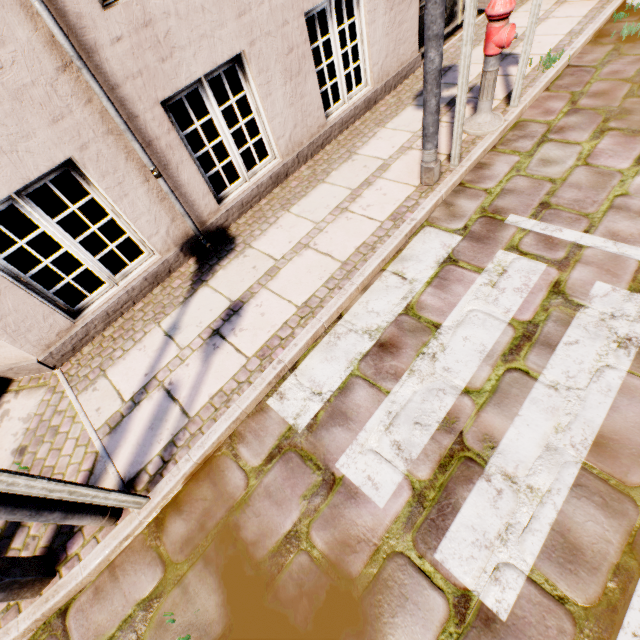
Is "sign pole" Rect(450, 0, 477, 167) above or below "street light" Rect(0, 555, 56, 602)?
above

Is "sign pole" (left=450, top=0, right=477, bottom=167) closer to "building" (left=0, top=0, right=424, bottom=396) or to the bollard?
"building" (left=0, top=0, right=424, bottom=396)

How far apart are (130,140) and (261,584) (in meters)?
3.63

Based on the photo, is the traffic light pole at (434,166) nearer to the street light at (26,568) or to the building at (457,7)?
the building at (457,7)

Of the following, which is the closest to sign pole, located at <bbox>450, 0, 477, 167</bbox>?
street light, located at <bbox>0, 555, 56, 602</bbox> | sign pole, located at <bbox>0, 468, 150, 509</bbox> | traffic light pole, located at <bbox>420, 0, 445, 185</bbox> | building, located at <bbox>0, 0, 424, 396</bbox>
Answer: traffic light pole, located at <bbox>420, 0, 445, 185</bbox>

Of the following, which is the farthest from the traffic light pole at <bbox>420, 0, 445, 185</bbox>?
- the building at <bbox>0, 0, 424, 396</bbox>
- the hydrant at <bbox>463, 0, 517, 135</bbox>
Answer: the building at <bbox>0, 0, 424, 396</bbox>

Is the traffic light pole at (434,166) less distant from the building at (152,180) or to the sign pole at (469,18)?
the sign pole at (469,18)

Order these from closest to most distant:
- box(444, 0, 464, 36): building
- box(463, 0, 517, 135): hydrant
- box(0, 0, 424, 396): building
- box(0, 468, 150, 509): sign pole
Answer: box(0, 468, 150, 509): sign pole
box(0, 0, 424, 396): building
box(463, 0, 517, 135): hydrant
box(444, 0, 464, 36): building
